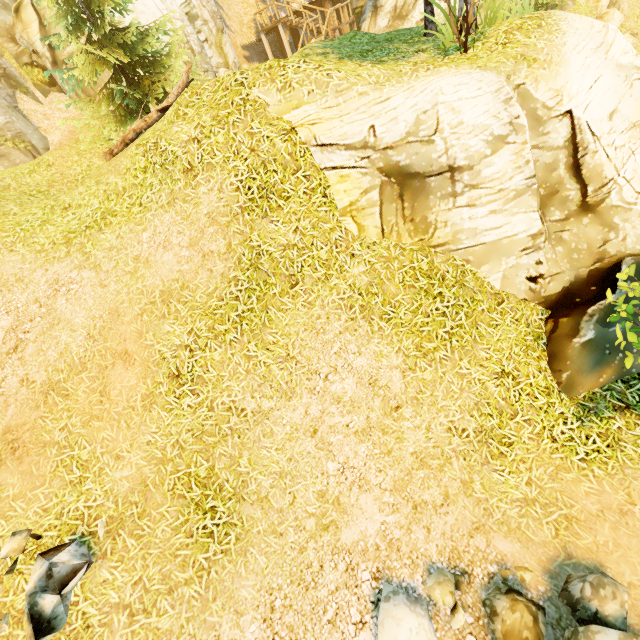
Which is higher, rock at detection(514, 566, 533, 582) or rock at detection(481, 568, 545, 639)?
rock at detection(481, 568, 545, 639)

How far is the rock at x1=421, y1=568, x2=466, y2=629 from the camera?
4.1m

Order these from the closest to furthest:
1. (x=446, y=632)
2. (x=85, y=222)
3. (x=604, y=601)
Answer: (x=604, y=601) < (x=446, y=632) < (x=85, y=222)

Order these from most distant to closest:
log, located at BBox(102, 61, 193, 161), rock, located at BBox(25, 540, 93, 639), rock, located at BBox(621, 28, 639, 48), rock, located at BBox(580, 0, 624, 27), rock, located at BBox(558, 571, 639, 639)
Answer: rock, located at BBox(580, 0, 624, 27), rock, located at BBox(621, 28, 639, 48), log, located at BBox(102, 61, 193, 161), rock, located at BBox(25, 540, 93, 639), rock, located at BBox(558, 571, 639, 639)

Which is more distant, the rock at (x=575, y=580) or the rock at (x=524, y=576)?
the rock at (x=524, y=576)

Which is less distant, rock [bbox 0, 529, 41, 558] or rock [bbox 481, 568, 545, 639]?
rock [bbox 481, 568, 545, 639]

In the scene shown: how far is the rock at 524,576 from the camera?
4.3m

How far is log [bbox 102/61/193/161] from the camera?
9.6 meters
